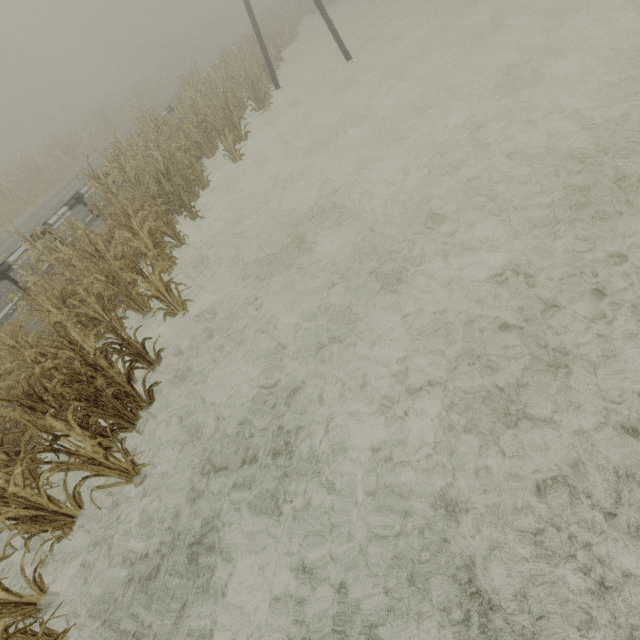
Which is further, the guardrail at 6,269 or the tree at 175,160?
the guardrail at 6,269

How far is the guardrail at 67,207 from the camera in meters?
10.8 m

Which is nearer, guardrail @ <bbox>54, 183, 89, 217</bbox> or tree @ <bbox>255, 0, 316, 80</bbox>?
guardrail @ <bbox>54, 183, 89, 217</bbox>

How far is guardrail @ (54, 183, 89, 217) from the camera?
10.8 meters

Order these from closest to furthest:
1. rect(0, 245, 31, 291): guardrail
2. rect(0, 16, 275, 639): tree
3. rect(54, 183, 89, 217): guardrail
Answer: rect(0, 16, 275, 639): tree < rect(0, 245, 31, 291): guardrail < rect(54, 183, 89, 217): guardrail

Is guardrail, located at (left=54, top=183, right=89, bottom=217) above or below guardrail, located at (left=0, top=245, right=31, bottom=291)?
above

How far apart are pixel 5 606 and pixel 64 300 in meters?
4.7 m
